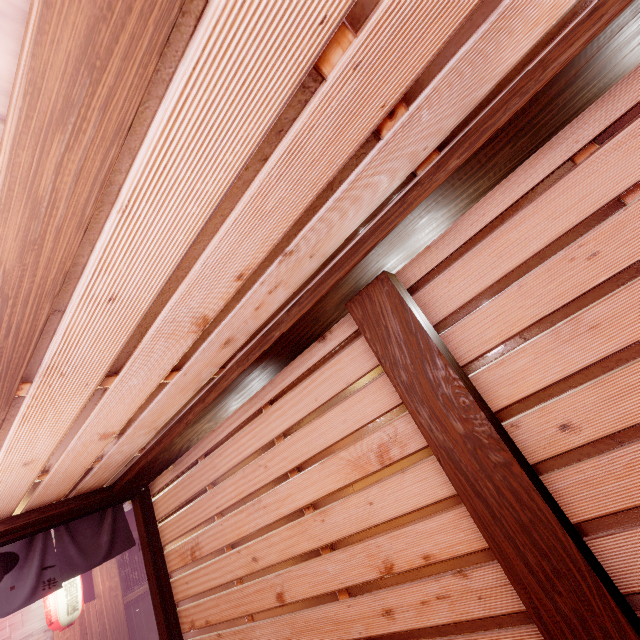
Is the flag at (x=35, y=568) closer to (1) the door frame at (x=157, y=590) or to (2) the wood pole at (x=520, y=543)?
(1) the door frame at (x=157, y=590)

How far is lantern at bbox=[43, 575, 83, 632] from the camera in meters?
11.2 m

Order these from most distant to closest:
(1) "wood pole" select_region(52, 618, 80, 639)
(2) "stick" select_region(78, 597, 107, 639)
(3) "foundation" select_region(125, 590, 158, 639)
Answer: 1. (3) "foundation" select_region(125, 590, 158, 639)
2. (2) "stick" select_region(78, 597, 107, 639)
3. (1) "wood pole" select_region(52, 618, 80, 639)

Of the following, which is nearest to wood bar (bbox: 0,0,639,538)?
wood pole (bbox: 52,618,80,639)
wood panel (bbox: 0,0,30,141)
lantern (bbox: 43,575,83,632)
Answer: wood panel (bbox: 0,0,30,141)

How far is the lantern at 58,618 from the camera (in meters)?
11.16

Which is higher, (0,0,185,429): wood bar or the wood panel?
the wood panel

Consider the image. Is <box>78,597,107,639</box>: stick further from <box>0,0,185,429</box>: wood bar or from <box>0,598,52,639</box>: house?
<box>0,0,185,429</box>: wood bar

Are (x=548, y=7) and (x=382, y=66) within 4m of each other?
yes
